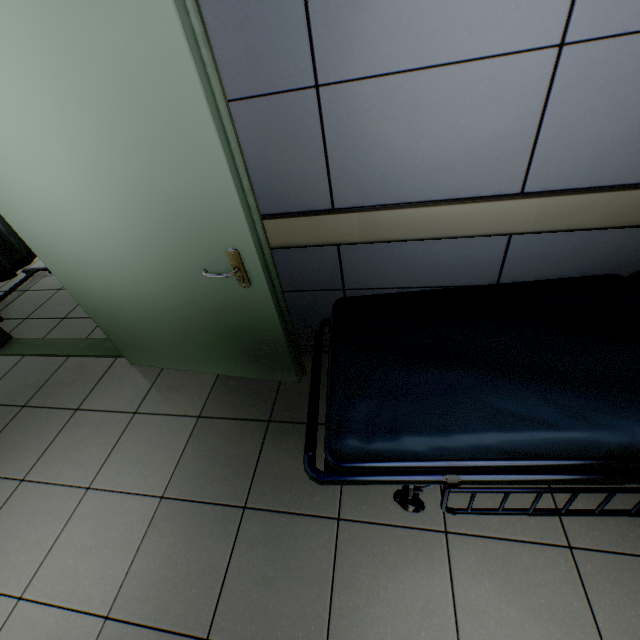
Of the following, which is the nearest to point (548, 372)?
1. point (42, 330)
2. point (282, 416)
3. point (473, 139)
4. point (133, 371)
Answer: point (473, 139)

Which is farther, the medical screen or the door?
the medical screen

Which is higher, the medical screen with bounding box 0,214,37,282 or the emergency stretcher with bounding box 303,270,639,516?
the emergency stretcher with bounding box 303,270,639,516

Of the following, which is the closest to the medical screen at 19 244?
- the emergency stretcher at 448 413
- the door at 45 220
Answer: the door at 45 220

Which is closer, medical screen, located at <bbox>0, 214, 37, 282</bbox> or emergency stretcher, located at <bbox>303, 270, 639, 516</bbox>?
emergency stretcher, located at <bbox>303, 270, 639, 516</bbox>

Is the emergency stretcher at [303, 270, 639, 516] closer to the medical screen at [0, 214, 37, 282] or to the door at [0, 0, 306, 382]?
the door at [0, 0, 306, 382]
